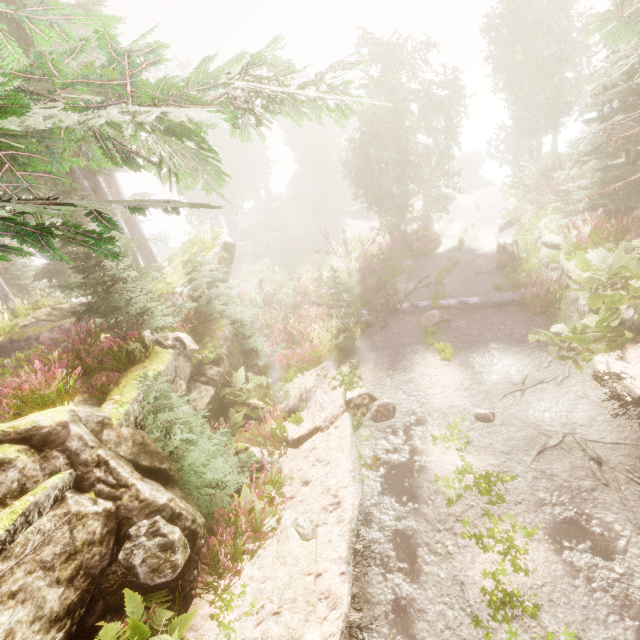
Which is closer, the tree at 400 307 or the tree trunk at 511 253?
the tree at 400 307

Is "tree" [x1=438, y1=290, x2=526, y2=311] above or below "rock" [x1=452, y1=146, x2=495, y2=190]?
below

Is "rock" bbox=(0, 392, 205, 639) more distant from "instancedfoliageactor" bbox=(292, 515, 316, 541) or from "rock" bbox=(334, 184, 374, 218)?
"rock" bbox=(334, 184, 374, 218)

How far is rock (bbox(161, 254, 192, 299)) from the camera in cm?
1111

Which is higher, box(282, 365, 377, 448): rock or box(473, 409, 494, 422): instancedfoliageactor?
box(282, 365, 377, 448): rock

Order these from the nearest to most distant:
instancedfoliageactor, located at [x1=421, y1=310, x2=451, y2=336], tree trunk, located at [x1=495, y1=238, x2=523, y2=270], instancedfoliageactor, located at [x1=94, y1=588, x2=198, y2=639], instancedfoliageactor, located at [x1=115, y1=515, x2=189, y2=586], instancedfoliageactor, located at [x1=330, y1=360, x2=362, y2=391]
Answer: instancedfoliageactor, located at [x1=94, y1=588, x2=198, y2=639]
instancedfoliageactor, located at [x1=115, y1=515, x2=189, y2=586]
instancedfoliageactor, located at [x1=330, y1=360, x2=362, y2=391]
instancedfoliageactor, located at [x1=421, y1=310, x2=451, y2=336]
tree trunk, located at [x1=495, y1=238, x2=523, y2=270]

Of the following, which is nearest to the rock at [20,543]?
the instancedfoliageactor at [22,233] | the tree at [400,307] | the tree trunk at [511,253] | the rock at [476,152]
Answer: the instancedfoliageactor at [22,233]

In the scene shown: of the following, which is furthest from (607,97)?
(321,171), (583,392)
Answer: (321,171)
